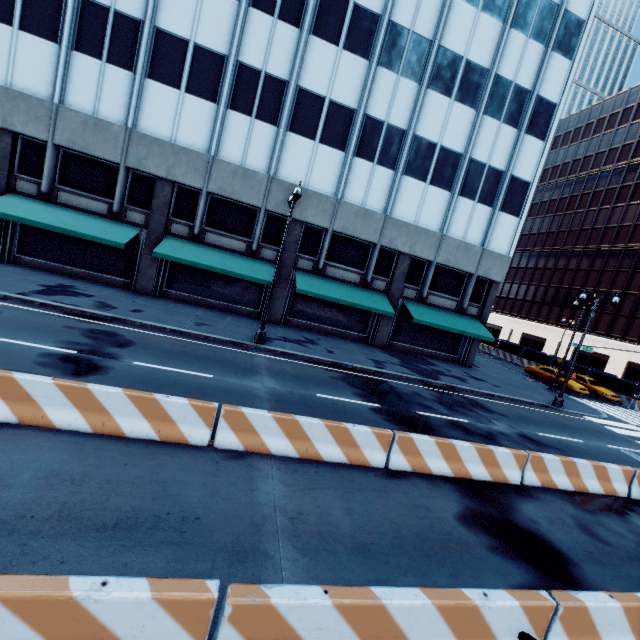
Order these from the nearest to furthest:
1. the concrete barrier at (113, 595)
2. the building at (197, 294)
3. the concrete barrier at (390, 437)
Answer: the concrete barrier at (113, 595), the concrete barrier at (390, 437), the building at (197, 294)

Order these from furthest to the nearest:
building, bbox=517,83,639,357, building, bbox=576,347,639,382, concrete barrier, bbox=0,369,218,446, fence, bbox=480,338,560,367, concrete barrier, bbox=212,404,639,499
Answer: building, bbox=517,83,639,357
building, bbox=576,347,639,382
fence, bbox=480,338,560,367
concrete barrier, bbox=212,404,639,499
concrete barrier, bbox=0,369,218,446

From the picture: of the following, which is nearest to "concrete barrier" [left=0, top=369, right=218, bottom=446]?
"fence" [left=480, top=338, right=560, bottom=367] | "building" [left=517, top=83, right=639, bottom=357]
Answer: "fence" [left=480, top=338, right=560, bottom=367]

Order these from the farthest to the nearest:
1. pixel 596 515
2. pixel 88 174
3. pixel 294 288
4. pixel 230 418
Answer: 1. pixel 294 288
2. pixel 88 174
3. pixel 596 515
4. pixel 230 418

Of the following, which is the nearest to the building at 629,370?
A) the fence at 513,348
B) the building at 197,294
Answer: the fence at 513,348

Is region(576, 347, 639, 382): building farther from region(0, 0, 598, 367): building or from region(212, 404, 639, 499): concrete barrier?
region(212, 404, 639, 499): concrete barrier

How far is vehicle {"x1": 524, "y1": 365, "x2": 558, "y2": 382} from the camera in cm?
2853

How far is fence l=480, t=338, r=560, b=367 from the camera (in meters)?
36.22
